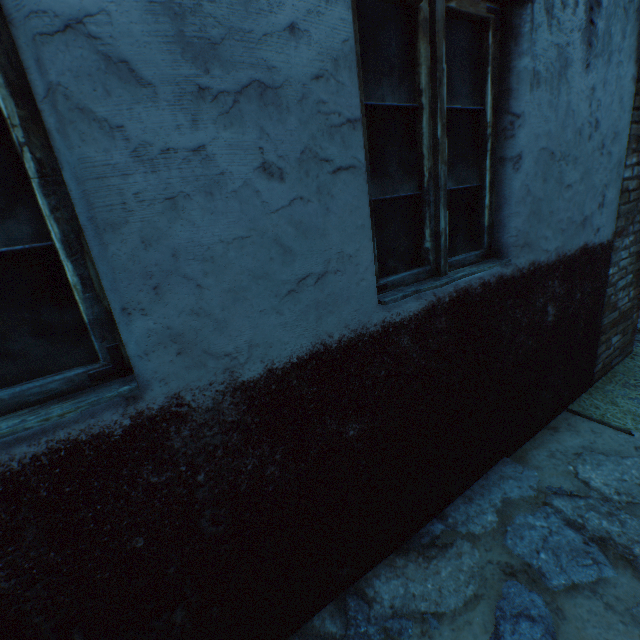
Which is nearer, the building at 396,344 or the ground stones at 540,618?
the building at 396,344

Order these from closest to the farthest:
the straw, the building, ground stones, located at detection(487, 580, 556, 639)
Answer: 1. the building
2. ground stones, located at detection(487, 580, 556, 639)
3. the straw

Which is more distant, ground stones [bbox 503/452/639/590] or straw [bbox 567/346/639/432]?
straw [bbox 567/346/639/432]

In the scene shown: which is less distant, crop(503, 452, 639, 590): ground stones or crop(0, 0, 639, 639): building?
crop(0, 0, 639, 639): building

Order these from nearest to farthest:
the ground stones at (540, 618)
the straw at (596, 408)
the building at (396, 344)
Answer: the building at (396, 344) < the ground stones at (540, 618) < the straw at (596, 408)

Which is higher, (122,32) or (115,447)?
(122,32)

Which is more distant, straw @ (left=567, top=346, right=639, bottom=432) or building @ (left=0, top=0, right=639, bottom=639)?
straw @ (left=567, top=346, right=639, bottom=432)
